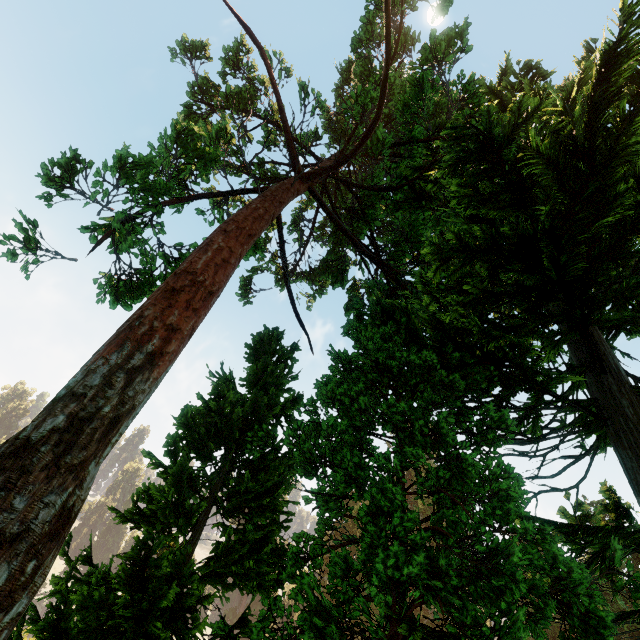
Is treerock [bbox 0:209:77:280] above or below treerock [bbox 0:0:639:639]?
above

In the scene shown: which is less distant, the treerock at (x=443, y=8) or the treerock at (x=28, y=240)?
the treerock at (x=28, y=240)

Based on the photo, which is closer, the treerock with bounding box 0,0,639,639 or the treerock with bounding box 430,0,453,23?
the treerock with bounding box 0,0,639,639

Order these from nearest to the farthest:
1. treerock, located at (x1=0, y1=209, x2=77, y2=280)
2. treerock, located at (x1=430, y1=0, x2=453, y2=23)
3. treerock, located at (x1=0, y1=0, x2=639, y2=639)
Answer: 1. treerock, located at (x1=0, y1=0, x2=639, y2=639)
2. treerock, located at (x1=0, y1=209, x2=77, y2=280)
3. treerock, located at (x1=430, y1=0, x2=453, y2=23)

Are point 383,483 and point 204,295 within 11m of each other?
yes
